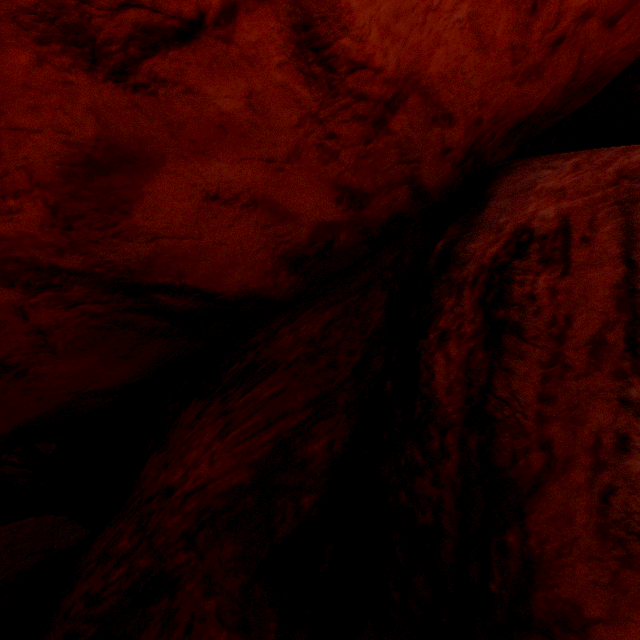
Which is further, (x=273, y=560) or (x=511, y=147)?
(x=511, y=147)
